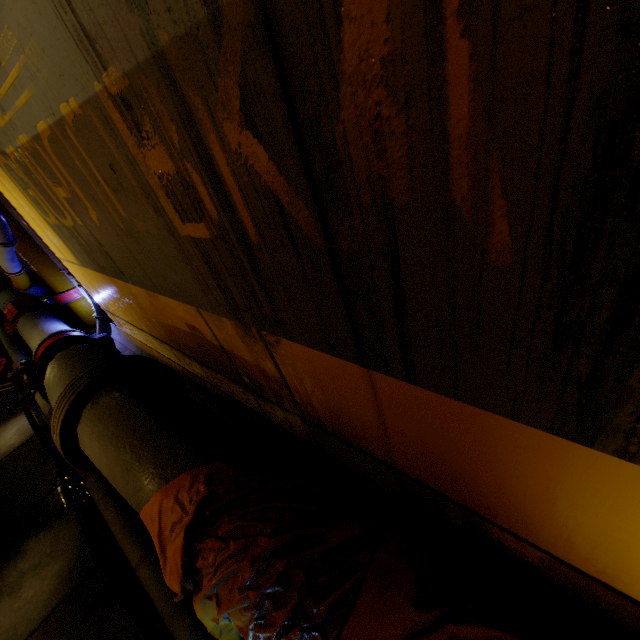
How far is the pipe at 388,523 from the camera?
1.6 meters

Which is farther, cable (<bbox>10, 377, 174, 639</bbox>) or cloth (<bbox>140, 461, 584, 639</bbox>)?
cable (<bbox>10, 377, 174, 639</bbox>)

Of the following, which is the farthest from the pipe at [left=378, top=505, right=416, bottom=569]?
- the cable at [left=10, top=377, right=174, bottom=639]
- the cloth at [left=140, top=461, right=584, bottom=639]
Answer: the cable at [left=10, top=377, right=174, bottom=639]

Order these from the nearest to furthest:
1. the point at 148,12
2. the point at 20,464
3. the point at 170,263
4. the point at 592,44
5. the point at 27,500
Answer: the point at 592,44, the point at 148,12, the point at 170,263, the point at 27,500, the point at 20,464

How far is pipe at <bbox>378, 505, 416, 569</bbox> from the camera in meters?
1.6

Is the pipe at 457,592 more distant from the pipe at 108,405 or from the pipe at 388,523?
the pipe at 108,405

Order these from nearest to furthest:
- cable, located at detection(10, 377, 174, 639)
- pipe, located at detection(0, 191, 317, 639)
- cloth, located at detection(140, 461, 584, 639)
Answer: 1. cloth, located at detection(140, 461, 584, 639)
2. pipe, located at detection(0, 191, 317, 639)
3. cable, located at detection(10, 377, 174, 639)

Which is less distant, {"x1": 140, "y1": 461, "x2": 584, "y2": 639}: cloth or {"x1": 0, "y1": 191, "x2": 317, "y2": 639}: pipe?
{"x1": 140, "y1": 461, "x2": 584, "y2": 639}: cloth
